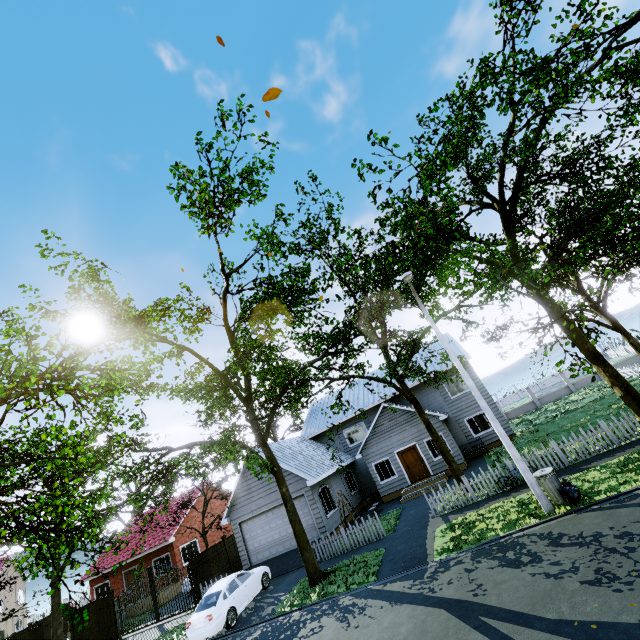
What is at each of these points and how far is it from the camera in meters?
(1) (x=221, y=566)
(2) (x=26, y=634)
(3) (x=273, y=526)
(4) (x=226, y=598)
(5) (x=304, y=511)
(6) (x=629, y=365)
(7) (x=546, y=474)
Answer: (1) fence, 20.2 m
(2) fence, 22.1 m
(3) garage door, 19.3 m
(4) car, 14.7 m
(5) garage door, 18.8 m
(6) fence, 29.8 m
(7) trash can, 10.5 m

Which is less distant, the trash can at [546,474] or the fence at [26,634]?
the trash can at [546,474]

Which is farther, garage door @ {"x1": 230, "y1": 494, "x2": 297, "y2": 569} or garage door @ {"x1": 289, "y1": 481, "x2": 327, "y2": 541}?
garage door @ {"x1": 230, "y1": 494, "x2": 297, "y2": 569}

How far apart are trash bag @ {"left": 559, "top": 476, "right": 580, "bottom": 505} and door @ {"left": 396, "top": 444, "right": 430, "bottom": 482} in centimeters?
1114cm

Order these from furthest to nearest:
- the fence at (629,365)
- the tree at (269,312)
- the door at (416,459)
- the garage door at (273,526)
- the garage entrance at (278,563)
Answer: the fence at (629,365) → the door at (416,459) → the garage door at (273,526) → the garage entrance at (278,563) → the tree at (269,312)

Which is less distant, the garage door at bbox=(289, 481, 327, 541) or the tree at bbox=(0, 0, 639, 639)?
the tree at bbox=(0, 0, 639, 639)

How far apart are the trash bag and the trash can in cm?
2

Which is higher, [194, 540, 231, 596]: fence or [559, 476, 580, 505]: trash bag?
[194, 540, 231, 596]: fence
